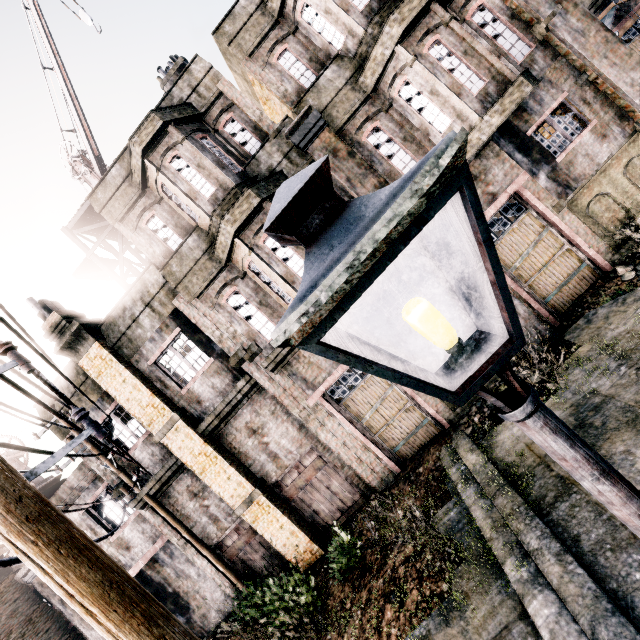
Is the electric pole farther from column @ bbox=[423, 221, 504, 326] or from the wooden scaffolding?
column @ bbox=[423, 221, 504, 326]

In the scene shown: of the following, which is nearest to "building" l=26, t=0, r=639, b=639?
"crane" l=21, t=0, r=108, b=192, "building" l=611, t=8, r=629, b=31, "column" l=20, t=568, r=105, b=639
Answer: "crane" l=21, t=0, r=108, b=192

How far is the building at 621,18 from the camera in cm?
1542

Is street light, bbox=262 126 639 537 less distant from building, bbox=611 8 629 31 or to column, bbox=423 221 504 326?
column, bbox=423 221 504 326

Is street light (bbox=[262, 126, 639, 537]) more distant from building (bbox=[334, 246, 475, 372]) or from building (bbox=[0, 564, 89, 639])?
building (bbox=[0, 564, 89, 639])

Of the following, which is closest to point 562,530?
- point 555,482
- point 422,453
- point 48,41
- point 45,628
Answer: point 555,482

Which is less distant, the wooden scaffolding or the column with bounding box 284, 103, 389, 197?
the column with bounding box 284, 103, 389, 197

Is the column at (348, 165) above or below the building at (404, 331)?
above
